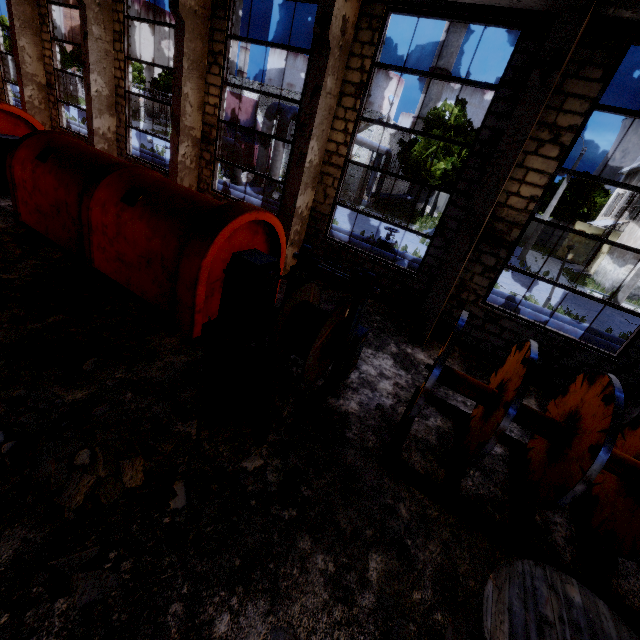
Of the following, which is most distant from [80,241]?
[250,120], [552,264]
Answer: [552,264]

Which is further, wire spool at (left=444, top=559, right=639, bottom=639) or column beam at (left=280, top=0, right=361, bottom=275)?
column beam at (left=280, top=0, right=361, bottom=275)

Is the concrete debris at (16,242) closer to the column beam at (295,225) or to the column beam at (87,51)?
the column beam at (295,225)

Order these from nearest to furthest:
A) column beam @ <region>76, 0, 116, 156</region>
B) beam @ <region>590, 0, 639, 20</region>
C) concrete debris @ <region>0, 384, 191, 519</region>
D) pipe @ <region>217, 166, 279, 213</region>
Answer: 1. concrete debris @ <region>0, 384, 191, 519</region>
2. beam @ <region>590, 0, 639, 20</region>
3. column beam @ <region>76, 0, 116, 156</region>
4. pipe @ <region>217, 166, 279, 213</region>

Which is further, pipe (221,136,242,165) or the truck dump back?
the truck dump back

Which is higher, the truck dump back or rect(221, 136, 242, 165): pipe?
rect(221, 136, 242, 165): pipe

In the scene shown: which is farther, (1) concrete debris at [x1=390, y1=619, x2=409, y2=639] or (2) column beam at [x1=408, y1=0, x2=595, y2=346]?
(2) column beam at [x1=408, y1=0, x2=595, y2=346]

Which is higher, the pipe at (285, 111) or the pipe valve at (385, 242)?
the pipe at (285, 111)
